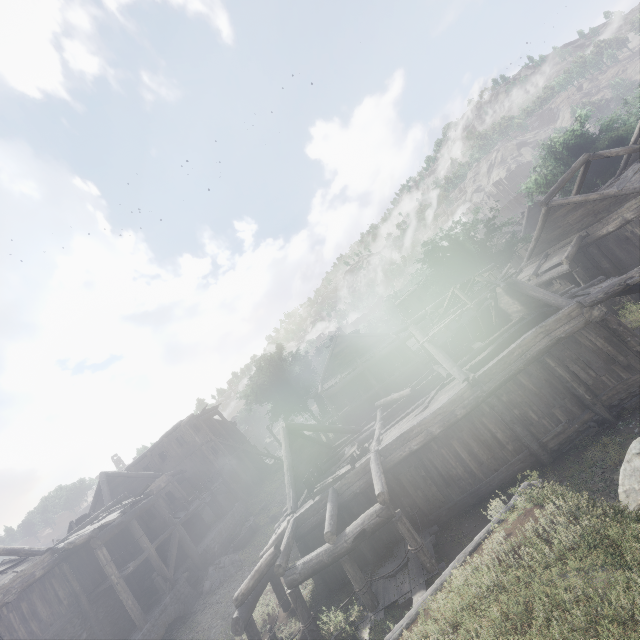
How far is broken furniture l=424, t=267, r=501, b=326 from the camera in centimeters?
1412cm

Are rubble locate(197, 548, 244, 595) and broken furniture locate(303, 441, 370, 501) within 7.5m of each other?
no

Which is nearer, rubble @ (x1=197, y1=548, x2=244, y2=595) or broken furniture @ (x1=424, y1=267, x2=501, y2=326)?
broken furniture @ (x1=424, y1=267, x2=501, y2=326)

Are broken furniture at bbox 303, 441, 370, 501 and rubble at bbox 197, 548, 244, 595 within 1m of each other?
no

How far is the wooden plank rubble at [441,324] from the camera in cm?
1374

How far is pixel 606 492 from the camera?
8.55m

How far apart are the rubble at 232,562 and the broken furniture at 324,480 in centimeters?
921cm

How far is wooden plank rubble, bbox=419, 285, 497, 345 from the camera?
13.7 meters
